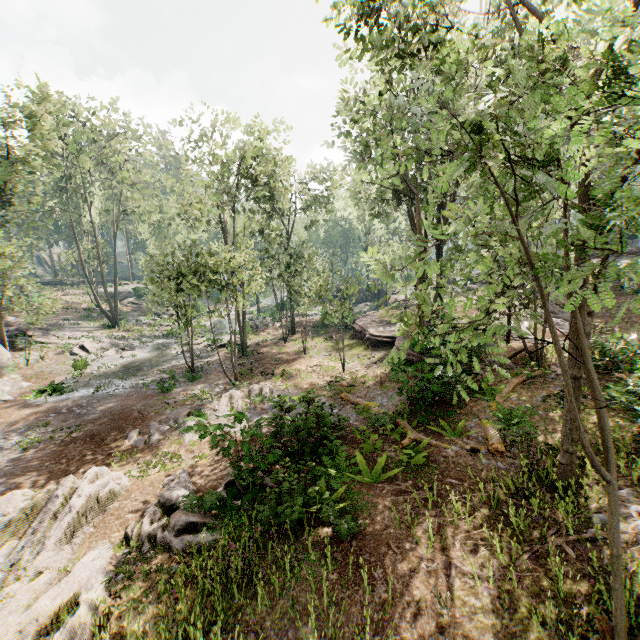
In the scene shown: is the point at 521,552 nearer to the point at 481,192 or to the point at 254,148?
the point at 481,192

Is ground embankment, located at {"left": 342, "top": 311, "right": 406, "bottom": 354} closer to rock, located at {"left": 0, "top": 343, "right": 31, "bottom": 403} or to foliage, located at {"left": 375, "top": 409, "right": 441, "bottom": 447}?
→ foliage, located at {"left": 375, "top": 409, "right": 441, "bottom": 447}

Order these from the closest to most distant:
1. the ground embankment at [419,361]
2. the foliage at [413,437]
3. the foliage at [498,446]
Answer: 1. the foliage at [498,446]
2. the foliage at [413,437]
3. the ground embankment at [419,361]

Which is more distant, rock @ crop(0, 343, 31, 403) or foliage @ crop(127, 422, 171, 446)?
rock @ crop(0, 343, 31, 403)

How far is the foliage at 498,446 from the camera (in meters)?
10.26

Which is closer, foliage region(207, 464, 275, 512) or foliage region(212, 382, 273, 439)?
foliage region(207, 464, 275, 512)

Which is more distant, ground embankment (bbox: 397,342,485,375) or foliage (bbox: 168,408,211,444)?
ground embankment (bbox: 397,342,485,375)

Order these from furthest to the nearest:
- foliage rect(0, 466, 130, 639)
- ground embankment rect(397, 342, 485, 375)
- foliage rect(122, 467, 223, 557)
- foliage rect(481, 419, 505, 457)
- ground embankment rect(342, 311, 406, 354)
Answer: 1. ground embankment rect(342, 311, 406, 354)
2. ground embankment rect(397, 342, 485, 375)
3. foliage rect(481, 419, 505, 457)
4. foliage rect(122, 467, 223, 557)
5. foliage rect(0, 466, 130, 639)
